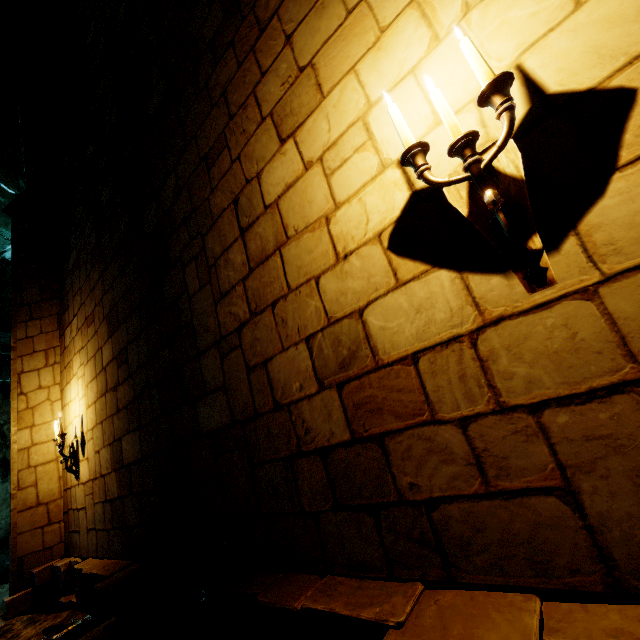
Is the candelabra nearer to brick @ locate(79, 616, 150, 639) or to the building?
the building

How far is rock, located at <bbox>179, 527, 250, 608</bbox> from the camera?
2.3 meters

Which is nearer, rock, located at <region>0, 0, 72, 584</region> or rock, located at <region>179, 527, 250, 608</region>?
rock, located at <region>179, 527, 250, 608</region>

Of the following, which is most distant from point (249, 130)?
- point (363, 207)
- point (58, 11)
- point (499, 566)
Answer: point (58, 11)

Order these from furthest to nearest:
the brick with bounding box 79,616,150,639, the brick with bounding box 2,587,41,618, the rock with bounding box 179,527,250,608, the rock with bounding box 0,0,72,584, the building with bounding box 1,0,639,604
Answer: the rock with bounding box 0,0,72,584 < the brick with bounding box 2,587,41,618 < the brick with bounding box 79,616,150,639 < the rock with bounding box 179,527,250,608 < the building with bounding box 1,0,639,604

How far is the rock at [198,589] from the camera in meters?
2.3

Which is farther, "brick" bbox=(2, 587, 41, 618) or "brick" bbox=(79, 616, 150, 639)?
"brick" bbox=(2, 587, 41, 618)

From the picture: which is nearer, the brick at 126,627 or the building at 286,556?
the building at 286,556
